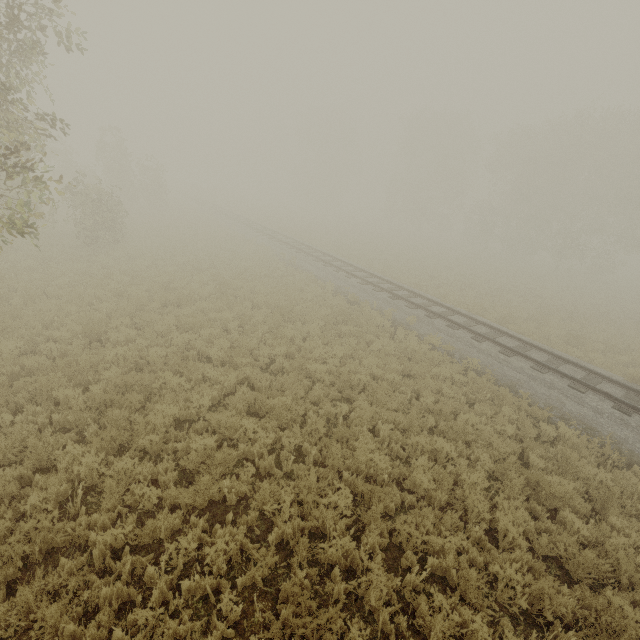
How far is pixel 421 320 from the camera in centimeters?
1484cm

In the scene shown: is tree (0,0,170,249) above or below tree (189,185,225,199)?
above

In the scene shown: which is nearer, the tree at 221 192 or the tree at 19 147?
the tree at 19 147

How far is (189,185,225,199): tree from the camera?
54.8m

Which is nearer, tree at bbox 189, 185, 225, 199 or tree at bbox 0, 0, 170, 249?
tree at bbox 0, 0, 170, 249

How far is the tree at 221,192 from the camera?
54.79m
